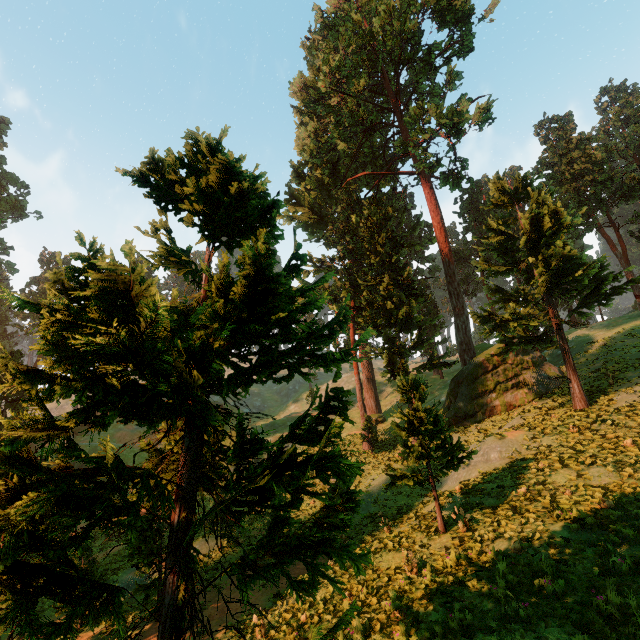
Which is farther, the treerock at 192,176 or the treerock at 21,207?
the treerock at 21,207

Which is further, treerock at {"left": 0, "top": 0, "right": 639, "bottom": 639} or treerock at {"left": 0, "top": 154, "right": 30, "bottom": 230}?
treerock at {"left": 0, "top": 154, "right": 30, "bottom": 230}

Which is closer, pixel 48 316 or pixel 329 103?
pixel 48 316
